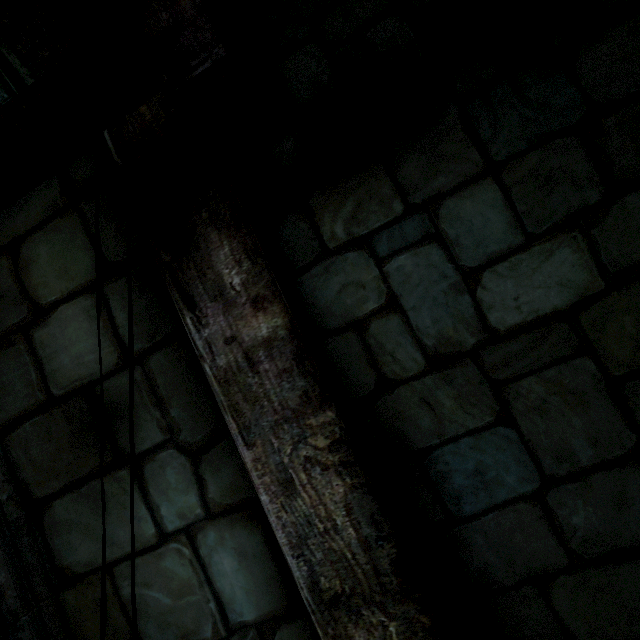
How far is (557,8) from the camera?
1.3m
